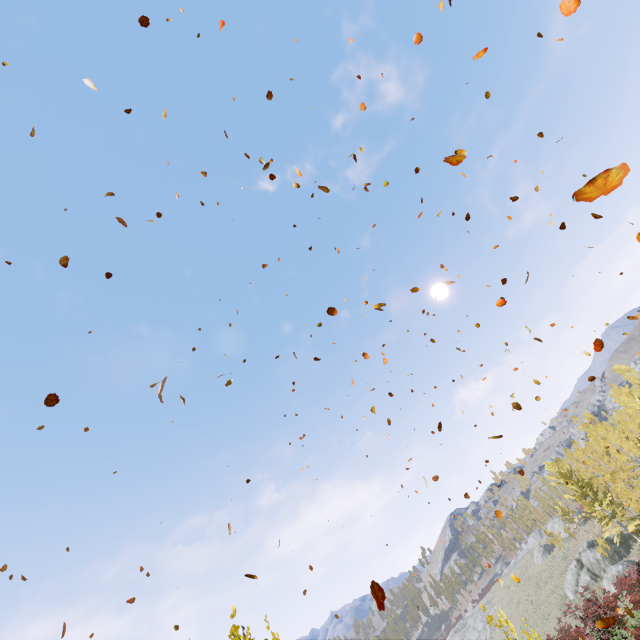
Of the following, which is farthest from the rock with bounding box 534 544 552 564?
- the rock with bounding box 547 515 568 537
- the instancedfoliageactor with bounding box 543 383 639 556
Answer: the instancedfoliageactor with bounding box 543 383 639 556

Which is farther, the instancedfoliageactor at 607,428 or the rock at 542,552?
the rock at 542,552

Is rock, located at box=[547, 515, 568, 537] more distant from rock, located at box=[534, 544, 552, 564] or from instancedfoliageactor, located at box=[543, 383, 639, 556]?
instancedfoliageactor, located at box=[543, 383, 639, 556]

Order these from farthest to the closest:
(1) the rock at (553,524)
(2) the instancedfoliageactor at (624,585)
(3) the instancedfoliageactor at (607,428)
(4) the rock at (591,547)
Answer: (1) the rock at (553,524), (4) the rock at (591,547), (3) the instancedfoliageactor at (607,428), (2) the instancedfoliageactor at (624,585)

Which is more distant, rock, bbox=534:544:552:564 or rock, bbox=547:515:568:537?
rock, bbox=547:515:568:537

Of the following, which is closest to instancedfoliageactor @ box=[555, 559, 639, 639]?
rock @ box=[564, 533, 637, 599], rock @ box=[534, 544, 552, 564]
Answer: rock @ box=[564, 533, 637, 599]

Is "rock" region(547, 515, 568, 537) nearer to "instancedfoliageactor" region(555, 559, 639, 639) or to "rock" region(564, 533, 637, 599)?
"instancedfoliageactor" region(555, 559, 639, 639)

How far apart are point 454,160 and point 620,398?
77.83m
